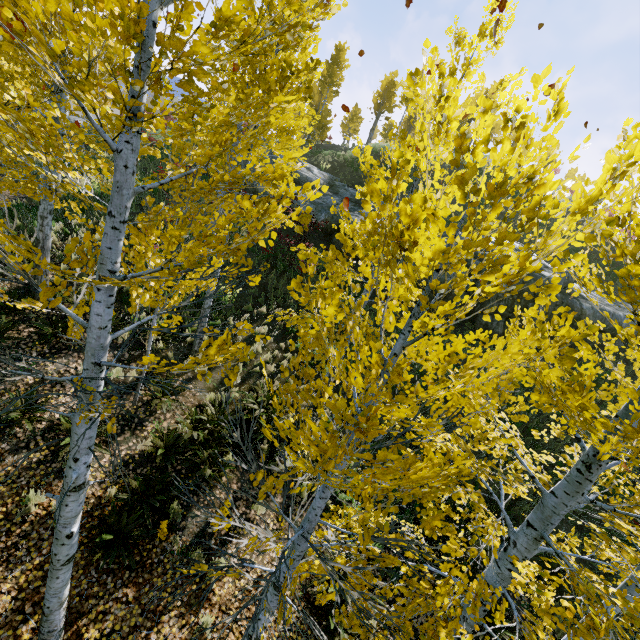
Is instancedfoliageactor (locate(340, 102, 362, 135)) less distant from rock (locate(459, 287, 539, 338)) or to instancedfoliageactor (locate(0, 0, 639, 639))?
rock (locate(459, 287, 539, 338))

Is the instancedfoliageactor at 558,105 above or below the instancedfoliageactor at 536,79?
below

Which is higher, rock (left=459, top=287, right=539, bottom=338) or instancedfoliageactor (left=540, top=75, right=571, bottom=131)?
instancedfoliageactor (left=540, top=75, right=571, bottom=131)

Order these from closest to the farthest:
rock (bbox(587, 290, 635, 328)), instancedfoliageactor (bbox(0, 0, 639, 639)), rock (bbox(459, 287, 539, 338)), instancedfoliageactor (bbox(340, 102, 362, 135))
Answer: instancedfoliageactor (bbox(0, 0, 639, 639))
rock (bbox(459, 287, 539, 338))
rock (bbox(587, 290, 635, 328))
instancedfoliageactor (bbox(340, 102, 362, 135))

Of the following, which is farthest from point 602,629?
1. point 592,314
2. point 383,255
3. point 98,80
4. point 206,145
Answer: point 592,314

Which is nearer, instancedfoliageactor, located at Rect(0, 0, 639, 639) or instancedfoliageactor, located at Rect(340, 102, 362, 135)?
instancedfoliageactor, located at Rect(0, 0, 639, 639)

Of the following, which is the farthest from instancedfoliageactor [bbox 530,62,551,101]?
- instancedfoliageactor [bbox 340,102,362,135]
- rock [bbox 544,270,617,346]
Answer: instancedfoliageactor [bbox 340,102,362,135]

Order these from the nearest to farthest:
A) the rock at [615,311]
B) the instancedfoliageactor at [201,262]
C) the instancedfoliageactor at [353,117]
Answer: the instancedfoliageactor at [201,262] < the rock at [615,311] < the instancedfoliageactor at [353,117]
